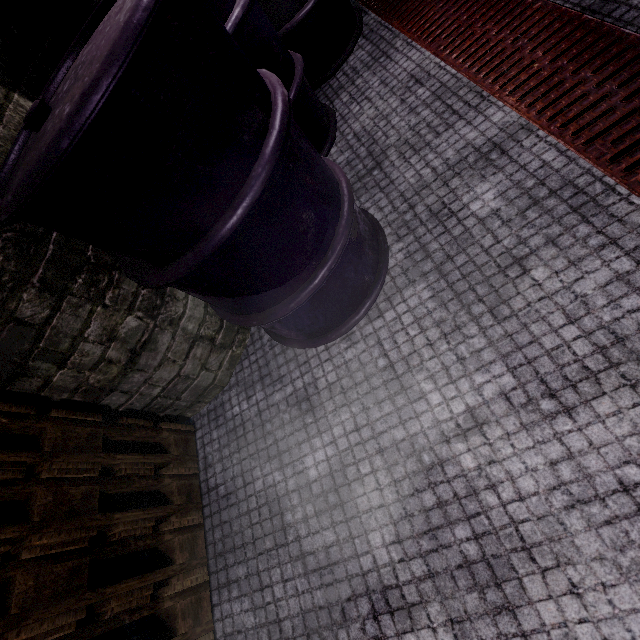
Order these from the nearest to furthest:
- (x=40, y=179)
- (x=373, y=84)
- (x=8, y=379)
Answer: (x=40, y=179) < (x=8, y=379) < (x=373, y=84)
